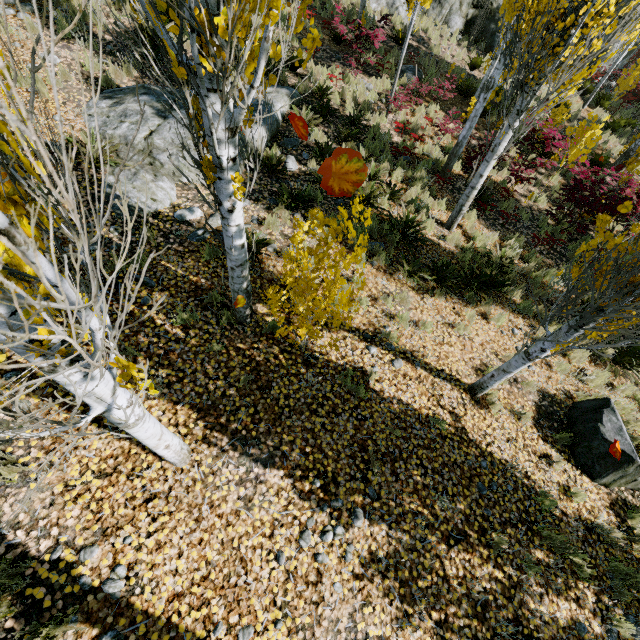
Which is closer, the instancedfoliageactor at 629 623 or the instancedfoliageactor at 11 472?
the instancedfoliageactor at 11 472

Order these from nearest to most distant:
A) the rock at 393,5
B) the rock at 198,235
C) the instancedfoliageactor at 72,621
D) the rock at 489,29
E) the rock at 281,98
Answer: the instancedfoliageactor at 72,621, the rock at 198,235, the rock at 281,98, the rock at 393,5, the rock at 489,29

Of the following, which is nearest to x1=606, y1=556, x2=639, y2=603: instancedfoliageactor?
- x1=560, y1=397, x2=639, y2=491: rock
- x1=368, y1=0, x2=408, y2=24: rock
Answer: x1=368, y1=0, x2=408, y2=24: rock

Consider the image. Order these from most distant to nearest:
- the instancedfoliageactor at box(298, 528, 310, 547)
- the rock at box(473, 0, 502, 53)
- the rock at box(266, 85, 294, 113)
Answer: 1. the rock at box(473, 0, 502, 53)
2. the rock at box(266, 85, 294, 113)
3. the instancedfoliageactor at box(298, 528, 310, 547)

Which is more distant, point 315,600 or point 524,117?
point 524,117

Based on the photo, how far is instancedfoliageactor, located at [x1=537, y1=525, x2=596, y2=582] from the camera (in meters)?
4.14

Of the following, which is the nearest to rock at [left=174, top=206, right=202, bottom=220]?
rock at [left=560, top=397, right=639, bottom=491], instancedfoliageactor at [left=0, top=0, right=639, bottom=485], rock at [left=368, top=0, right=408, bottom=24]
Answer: instancedfoliageactor at [left=0, top=0, right=639, bottom=485]

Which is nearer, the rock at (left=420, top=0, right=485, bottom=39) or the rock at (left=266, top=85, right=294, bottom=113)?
the rock at (left=266, top=85, right=294, bottom=113)
